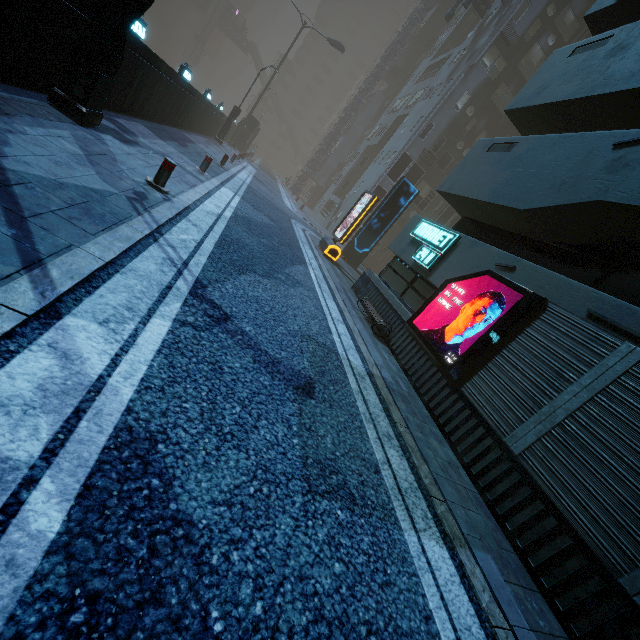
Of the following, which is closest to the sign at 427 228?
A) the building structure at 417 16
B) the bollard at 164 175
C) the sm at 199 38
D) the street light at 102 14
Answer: the bollard at 164 175

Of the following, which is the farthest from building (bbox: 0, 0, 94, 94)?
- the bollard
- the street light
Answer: the bollard

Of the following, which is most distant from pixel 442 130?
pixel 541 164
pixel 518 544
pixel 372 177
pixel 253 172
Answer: pixel 518 544

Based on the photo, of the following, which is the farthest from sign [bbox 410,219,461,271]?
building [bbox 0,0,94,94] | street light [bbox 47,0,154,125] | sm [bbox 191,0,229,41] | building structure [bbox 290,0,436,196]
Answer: sm [bbox 191,0,229,41]

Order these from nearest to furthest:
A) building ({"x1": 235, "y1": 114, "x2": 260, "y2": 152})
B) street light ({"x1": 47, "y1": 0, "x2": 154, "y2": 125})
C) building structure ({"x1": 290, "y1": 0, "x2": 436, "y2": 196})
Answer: street light ({"x1": 47, "y1": 0, "x2": 154, "y2": 125}), building structure ({"x1": 290, "y1": 0, "x2": 436, "y2": 196}), building ({"x1": 235, "y1": 114, "x2": 260, "y2": 152})

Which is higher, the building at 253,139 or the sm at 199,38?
the sm at 199,38

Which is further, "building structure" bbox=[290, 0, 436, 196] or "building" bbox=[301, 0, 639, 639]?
"building structure" bbox=[290, 0, 436, 196]

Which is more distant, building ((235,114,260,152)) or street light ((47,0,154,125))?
building ((235,114,260,152))
